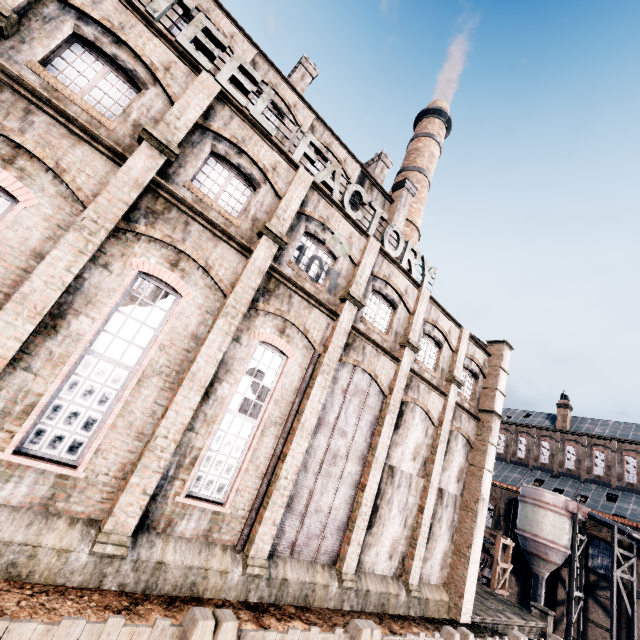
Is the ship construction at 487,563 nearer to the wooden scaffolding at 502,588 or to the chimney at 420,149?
the wooden scaffolding at 502,588

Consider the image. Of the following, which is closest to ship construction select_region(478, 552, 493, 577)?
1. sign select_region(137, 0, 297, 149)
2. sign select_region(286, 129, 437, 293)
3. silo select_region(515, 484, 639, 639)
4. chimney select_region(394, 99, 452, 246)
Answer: silo select_region(515, 484, 639, 639)

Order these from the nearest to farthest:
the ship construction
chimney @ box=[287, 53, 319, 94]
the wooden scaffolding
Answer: chimney @ box=[287, 53, 319, 94]
the wooden scaffolding
the ship construction

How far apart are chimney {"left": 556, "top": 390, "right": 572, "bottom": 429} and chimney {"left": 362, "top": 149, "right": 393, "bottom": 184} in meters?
43.5 m

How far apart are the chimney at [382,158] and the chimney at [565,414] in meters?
43.5

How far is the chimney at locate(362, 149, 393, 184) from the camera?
27.6 meters

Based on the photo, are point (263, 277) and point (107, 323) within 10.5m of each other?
yes

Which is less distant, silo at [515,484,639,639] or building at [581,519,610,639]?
silo at [515,484,639,639]
